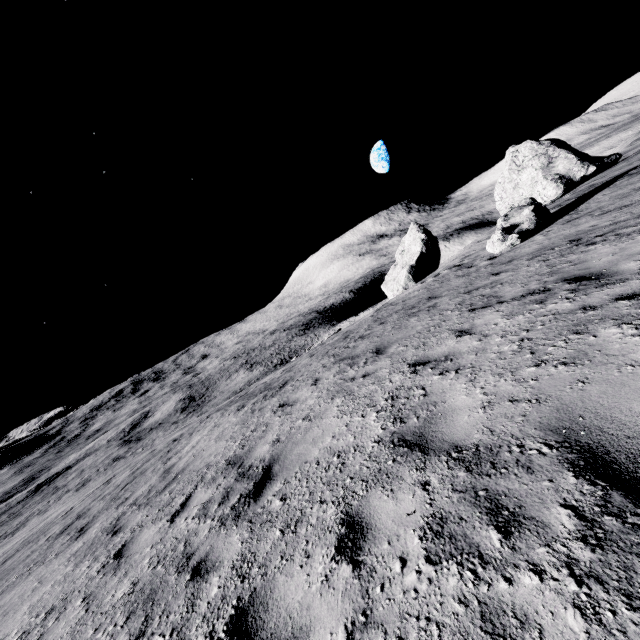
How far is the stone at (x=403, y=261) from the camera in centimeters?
3047cm

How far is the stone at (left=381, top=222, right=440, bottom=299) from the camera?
30.5 meters

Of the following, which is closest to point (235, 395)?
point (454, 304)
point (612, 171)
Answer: point (454, 304)
